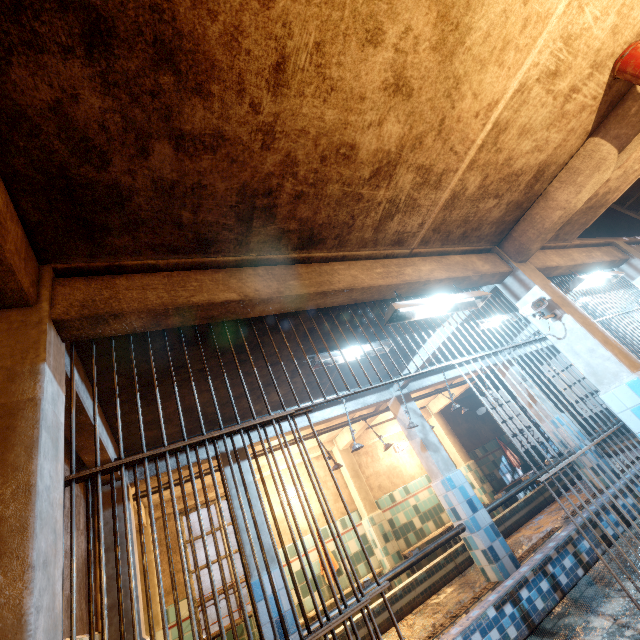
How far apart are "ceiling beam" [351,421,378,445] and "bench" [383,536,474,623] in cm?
239

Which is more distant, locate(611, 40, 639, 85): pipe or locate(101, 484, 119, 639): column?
locate(101, 484, 119, 639): column

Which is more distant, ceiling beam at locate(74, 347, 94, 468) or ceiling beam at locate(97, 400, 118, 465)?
ceiling beam at locate(97, 400, 118, 465)

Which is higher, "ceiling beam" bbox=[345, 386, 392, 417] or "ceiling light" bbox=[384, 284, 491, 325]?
"ceiling beam" bbox=[345, 386, 392, 417]

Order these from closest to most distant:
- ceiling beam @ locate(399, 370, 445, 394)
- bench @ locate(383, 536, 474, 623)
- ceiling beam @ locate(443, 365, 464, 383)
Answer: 1. bench @ locate(383, 536, 474, 623)
2. ceiling beam @ locate(399, 370, 445, 394)
3. ceiling beam @ locate(443, 365, 464, 383)

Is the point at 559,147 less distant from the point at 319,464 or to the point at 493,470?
the point at 319,464

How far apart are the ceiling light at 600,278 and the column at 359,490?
5.49m

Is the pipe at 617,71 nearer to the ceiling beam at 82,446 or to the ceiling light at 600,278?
the ceiling beam at 82,446
